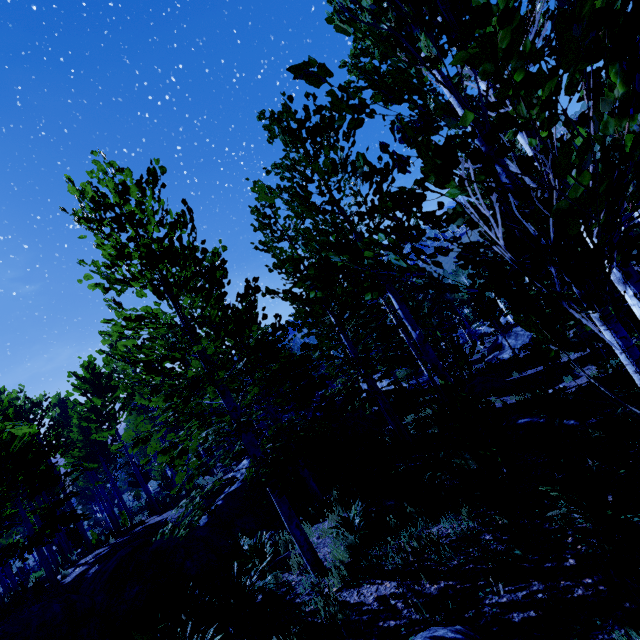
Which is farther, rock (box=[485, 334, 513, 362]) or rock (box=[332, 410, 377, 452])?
rock (box=[485, 334, 513, 362])

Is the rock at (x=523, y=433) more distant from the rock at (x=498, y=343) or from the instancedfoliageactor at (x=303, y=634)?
the rock at (x=498, y=343)

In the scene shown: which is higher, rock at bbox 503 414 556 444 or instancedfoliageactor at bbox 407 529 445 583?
instancedfoliageactor at bbox 407 529 445 583

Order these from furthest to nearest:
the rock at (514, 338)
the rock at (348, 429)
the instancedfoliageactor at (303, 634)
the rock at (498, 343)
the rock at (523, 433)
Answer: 1. the rock at (498, 343)
2. the rock at (514, 338)
3. the rock at (348, 429)
4. the rock at (523, 433)
5. the instancedfoliageactor at (303, 634)

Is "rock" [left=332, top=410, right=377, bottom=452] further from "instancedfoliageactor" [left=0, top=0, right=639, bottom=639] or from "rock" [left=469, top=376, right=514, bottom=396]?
"rock" [left=469, top=376, right=514, bottom=396]

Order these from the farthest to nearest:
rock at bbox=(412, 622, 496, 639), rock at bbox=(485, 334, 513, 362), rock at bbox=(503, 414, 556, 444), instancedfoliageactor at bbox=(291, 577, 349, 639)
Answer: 1. rock at bbox=(485, 334, 513, 362)
2. rock at bbox=(503, 414, 556, 444)
3. instancedfoliageactor at bbox=(291, 577, 349, 639)
4. rock at bbox=(412, 622, 496, 639)

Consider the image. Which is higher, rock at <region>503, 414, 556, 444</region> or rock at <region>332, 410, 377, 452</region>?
rock at <region>503, 414, 556, 444</region>

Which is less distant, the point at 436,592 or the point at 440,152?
the point at 440,152
